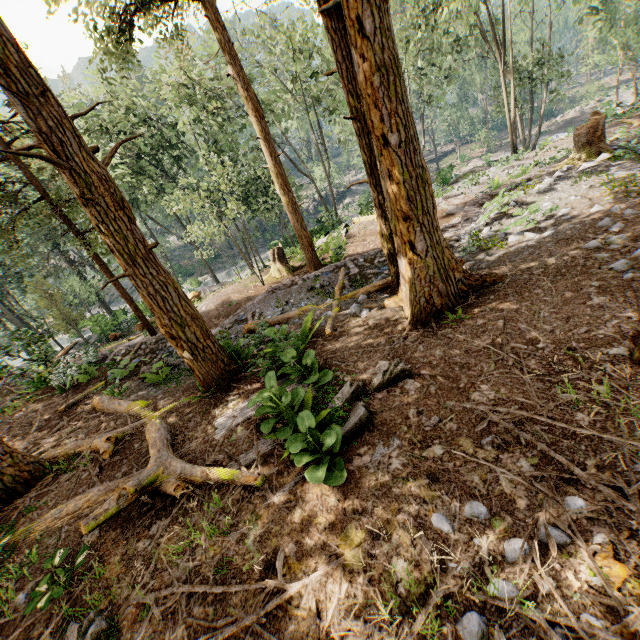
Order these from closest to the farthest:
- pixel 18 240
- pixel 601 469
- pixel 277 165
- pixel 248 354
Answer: pixel 601 469, pixel 248 354, pixel 18 240, pixel 277 165

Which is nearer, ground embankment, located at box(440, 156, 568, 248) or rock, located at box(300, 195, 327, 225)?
ground embankment, located at box(440, 156, 568, 248)

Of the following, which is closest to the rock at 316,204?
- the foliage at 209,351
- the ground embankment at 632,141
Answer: the foliage at 209,351

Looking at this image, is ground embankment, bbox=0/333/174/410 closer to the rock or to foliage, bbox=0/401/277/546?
foliage, bbox=0/401/277/546

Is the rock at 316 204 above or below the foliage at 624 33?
below

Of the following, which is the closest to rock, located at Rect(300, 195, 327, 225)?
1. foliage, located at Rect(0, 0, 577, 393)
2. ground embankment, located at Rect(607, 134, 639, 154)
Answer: foliage, located at Rect(0, 0, 577, 393)
